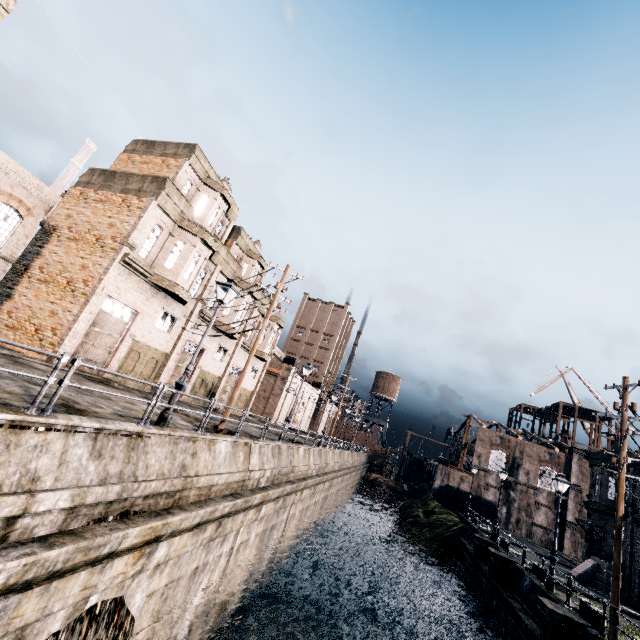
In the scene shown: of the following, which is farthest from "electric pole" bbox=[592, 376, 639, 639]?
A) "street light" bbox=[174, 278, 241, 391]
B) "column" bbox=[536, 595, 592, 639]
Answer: "street light" bbox=[174, 278, 241, 391]

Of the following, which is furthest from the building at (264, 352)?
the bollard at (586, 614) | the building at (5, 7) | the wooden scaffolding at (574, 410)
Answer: the wooden scaffolding at (574, 410)

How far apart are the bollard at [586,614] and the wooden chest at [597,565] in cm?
1260

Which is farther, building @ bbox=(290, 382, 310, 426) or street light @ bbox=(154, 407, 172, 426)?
building @ bbox=(290, 382, 310, 426)

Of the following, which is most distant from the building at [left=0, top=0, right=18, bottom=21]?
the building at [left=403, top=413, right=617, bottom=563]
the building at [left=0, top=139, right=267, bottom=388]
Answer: the building at [left=403, top=413, right=617, bottom=563]

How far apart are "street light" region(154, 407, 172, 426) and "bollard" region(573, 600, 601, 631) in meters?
19.7

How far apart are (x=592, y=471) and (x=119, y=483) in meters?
36.8

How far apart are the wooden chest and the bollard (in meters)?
12.60
